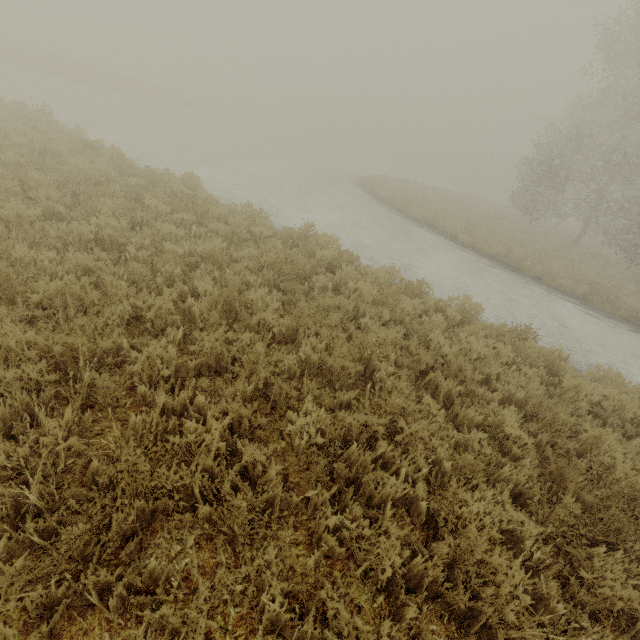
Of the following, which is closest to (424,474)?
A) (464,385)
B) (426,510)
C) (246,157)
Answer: (426,510)
